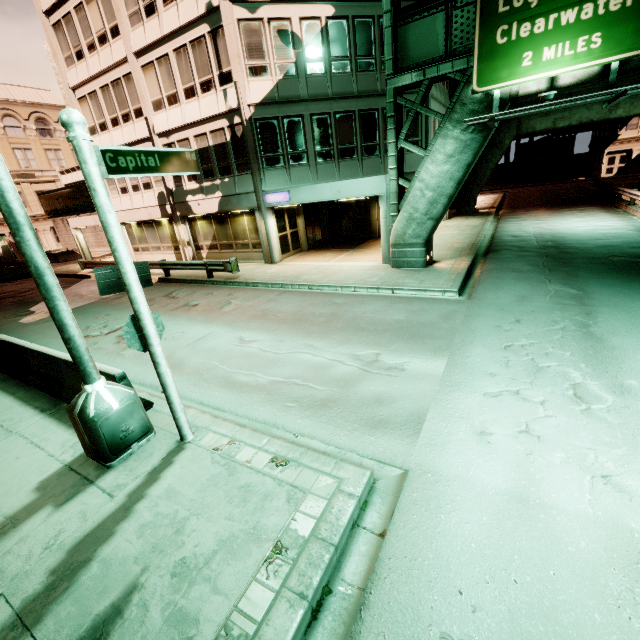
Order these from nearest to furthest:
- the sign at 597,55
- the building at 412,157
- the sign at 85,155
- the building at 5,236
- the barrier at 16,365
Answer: the sign at 85,155
the barrier at 16,365
the sign at 597,55
the building at 412,157
the building at 5,236

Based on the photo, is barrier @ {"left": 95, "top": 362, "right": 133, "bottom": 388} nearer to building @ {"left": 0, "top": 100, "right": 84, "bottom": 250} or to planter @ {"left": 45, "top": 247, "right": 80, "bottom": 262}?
building @ {"left": 0, "top": 100, "right": 84, "bottom": 250}

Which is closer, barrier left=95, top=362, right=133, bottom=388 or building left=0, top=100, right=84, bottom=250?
barrier left=95, top=362, right=133, bottom=388

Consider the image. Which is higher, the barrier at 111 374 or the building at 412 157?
the building at 412 157

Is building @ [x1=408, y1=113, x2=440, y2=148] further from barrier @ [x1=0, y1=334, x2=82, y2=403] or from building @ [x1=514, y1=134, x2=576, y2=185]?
building @ [x1=514, y1=134, x2=576, y2=185]

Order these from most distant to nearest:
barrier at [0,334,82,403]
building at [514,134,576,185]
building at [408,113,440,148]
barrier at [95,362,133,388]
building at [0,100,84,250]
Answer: building at [514,134,576,185] < building at [0,100,84,250] < building at [408,113,440,148] < barrier at [0,334,82,403] < barrier at [95,362,133,388]

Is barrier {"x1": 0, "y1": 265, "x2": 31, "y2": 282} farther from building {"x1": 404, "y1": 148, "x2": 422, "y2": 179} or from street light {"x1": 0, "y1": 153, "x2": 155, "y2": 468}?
street light {"x1": 0, "y1": 153, "x2": 155, "y2": 468}

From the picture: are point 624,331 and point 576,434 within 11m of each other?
yes
